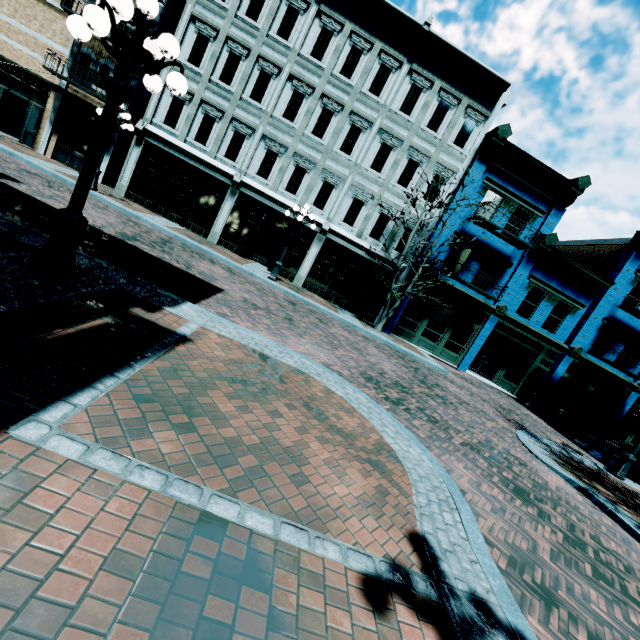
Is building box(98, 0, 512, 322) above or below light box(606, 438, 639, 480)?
above

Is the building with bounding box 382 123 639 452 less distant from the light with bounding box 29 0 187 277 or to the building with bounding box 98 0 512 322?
the building with bounding box 98 0 512 322

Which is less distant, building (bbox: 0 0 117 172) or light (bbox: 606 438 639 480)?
light (bbox: 606 438 639 480)

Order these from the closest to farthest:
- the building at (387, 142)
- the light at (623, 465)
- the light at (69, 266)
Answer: the light at (69, 266)
the light at (623, 465)
the building at (387, 142)

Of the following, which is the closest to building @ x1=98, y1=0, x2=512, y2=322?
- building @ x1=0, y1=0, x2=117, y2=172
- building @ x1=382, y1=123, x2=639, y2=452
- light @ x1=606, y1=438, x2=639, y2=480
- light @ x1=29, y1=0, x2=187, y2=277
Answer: building @ x1=382, y1=123, x2=639, y2=452

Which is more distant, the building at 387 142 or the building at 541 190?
the building at 541 190

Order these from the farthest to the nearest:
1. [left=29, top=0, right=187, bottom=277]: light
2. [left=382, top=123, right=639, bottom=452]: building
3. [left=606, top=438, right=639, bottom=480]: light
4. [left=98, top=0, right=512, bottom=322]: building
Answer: [left=382, top=123, right=639, bottom=452]: building, [left=98, top=0, right=512, bottom=322]: building, [left=606, top=438, right=639, bottom=480]: light, [left=29, top=0, right=187, bottom=277]: light

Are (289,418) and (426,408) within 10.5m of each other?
yes
